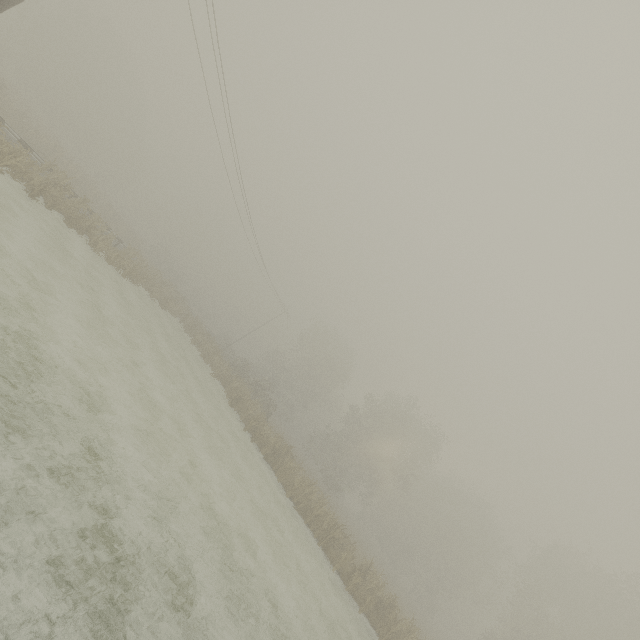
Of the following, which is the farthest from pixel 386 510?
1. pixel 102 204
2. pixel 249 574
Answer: pixel 102 204
